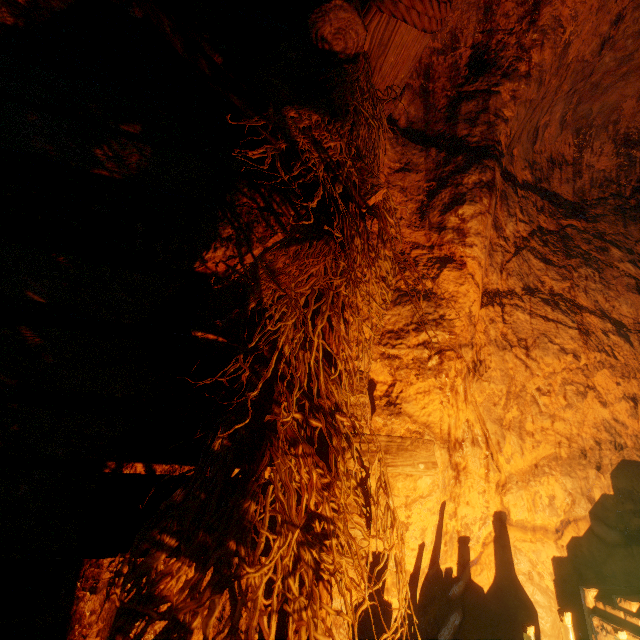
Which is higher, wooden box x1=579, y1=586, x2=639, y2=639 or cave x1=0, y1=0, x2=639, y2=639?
cave x1=0, y1=0, x2=639, y2=639

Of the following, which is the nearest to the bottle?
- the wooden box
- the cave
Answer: the wooden box

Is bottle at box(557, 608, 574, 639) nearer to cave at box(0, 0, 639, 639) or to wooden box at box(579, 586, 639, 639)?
wooden box at box(579, 586, 639, 639)

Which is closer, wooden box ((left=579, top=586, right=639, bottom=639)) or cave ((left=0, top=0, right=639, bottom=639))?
cave ((left=0, top=0, right=639, bottom=639))

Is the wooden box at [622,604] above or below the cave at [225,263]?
below

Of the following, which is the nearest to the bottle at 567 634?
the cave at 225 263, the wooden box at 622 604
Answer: the wooden box at 622 604

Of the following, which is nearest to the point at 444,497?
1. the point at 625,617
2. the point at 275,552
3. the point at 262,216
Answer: the point at 625,617
